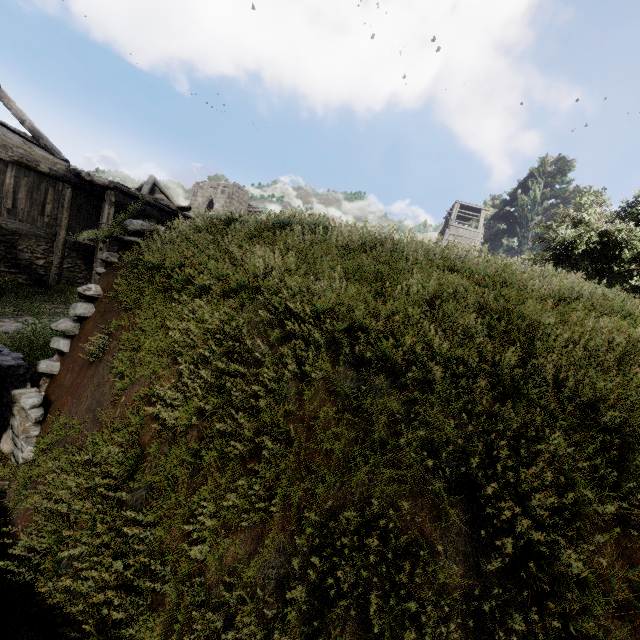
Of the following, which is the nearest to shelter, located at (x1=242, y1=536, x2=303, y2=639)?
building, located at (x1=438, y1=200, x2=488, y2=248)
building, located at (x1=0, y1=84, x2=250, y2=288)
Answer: building, located at (x1=0, y1=84, x2=250, y2=288)

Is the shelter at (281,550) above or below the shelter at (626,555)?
below

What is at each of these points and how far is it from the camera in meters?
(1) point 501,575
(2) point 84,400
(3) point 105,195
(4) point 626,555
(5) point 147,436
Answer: (1) shelter, 1.5
(2) shelter, 3.2
(3) building, 13.4
(4) shelter, 1.4
(5) shelter, 2.4

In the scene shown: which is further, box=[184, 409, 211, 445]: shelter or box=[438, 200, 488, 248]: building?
box=[438, 200, 488, 248]: building

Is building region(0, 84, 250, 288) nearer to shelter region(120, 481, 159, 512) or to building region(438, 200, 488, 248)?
shelter region(120, 481, 159, 512)

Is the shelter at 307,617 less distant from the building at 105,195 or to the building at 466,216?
the building at 105,195

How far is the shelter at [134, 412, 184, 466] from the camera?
2.3m

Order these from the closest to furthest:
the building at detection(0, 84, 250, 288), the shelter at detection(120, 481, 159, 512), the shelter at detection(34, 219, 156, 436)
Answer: the shelter at detection(120, 481, 159, 512) < the shelter at detection(34, 219, 156, 436) < the building at detection(0, 84, 250, 288)
